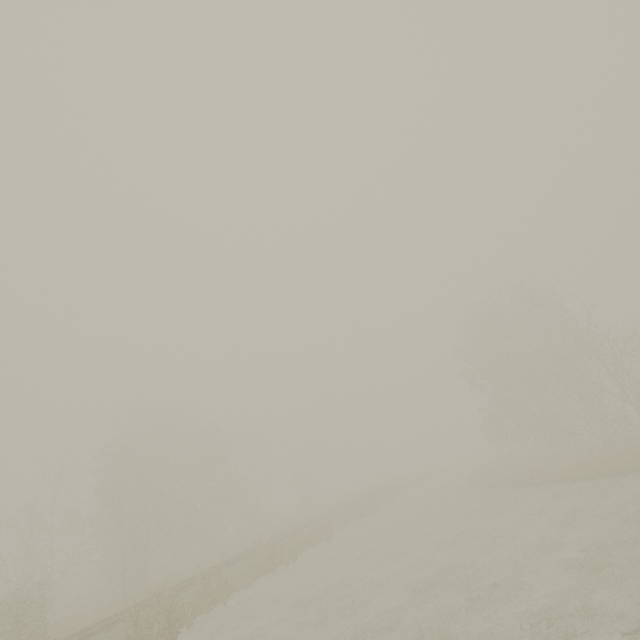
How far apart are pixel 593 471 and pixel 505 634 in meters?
18.6 m

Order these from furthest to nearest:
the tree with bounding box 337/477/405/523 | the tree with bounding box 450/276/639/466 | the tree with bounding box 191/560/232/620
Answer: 1. the tree with bounding box 337/477/405/523
2. the tree with bounding box 450/276/639/466
3. the tree with bounding box 191/560/232/620

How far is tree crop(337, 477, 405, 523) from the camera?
29.66m

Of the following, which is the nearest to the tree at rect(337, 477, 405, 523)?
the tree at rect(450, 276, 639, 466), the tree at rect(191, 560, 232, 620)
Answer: the tree at rect(450, 276, 639, 466)

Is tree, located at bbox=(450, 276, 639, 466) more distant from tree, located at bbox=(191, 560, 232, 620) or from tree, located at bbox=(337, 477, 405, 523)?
tree, located at bbox=(191, 560, 232, 620)

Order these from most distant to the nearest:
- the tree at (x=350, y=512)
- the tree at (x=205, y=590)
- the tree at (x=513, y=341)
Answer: the tree at (x=350, y=512), the tree at (x=513, y=341), the tree at (x=205, y=590)

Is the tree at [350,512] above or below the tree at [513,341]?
below

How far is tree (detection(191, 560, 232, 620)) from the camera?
15.25m
